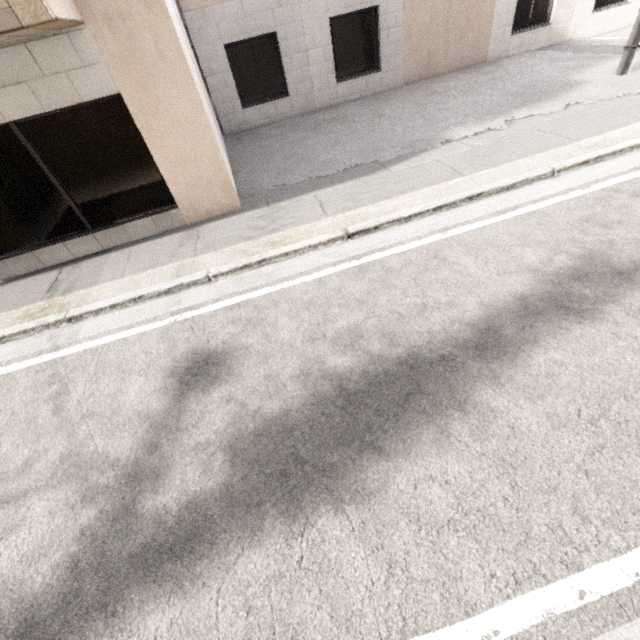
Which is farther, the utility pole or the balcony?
the utility pole

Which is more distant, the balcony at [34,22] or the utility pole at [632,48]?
the utility pole at [632,48]

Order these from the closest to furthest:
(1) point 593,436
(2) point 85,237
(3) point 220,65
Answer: (1) point 593,436 → (2) point 85,237 → (3) point 220,65

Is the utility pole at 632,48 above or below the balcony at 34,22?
below

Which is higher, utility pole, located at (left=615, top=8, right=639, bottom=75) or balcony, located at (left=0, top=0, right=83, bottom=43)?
balcony, located at (left=0, top=0, right=83, bottom=43)
